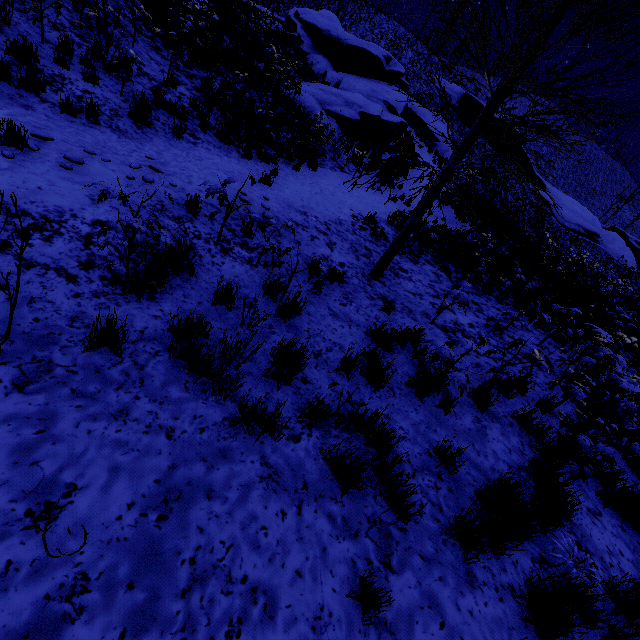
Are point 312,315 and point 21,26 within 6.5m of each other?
no

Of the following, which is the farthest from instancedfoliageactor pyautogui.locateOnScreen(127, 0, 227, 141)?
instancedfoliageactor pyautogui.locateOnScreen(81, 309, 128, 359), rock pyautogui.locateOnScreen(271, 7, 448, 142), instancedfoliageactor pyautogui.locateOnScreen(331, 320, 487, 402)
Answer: instancedfoliageactor pyautogui.locateOnScreen(81, 309, 128, 359)

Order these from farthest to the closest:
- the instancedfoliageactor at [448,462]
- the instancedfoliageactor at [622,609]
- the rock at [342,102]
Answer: the rock at [342,102] < the instancedfoliageactor at [448,462] < the instancedfoliageactor at [622,609]

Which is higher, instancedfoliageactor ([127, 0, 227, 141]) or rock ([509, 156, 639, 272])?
rock ([509, 156, 639, 272])

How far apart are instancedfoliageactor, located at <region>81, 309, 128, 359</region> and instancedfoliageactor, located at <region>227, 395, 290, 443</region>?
1.24m

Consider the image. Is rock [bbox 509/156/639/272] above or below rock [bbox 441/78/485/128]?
below

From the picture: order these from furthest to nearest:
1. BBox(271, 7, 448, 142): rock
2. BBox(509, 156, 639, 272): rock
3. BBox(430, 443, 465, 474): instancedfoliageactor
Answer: BBox(509, 156, 639, 272): rock, BBox(271, 7, 448, 142): rock, BBox(430, 443, 465, 474): instancedfoliageactor

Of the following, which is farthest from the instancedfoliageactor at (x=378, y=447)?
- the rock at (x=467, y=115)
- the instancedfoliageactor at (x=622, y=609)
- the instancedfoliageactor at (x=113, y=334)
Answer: the rock at (x=467, y=115)
